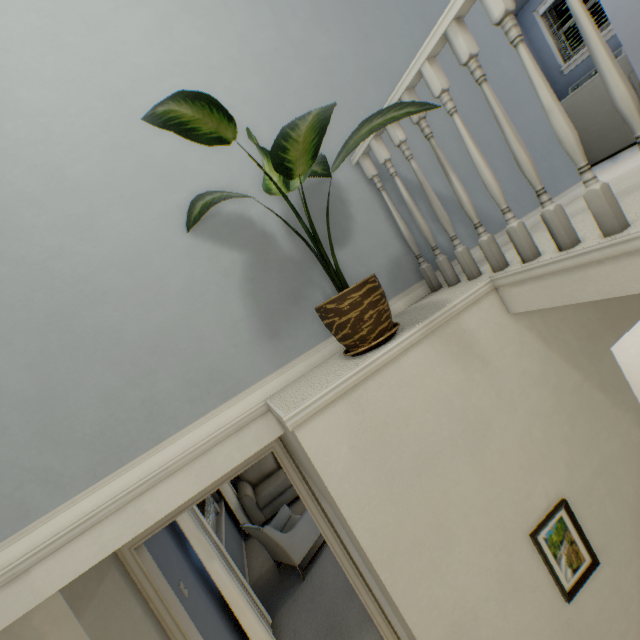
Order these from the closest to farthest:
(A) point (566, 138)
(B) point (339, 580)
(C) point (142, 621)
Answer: (A) point (566, 138), (C) point (142, 621), (B) point (339, 580)

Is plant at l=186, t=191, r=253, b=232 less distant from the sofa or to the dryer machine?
the dryer machine

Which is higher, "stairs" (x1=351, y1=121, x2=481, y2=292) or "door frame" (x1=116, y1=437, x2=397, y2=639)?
"stairs" (x1=351, y1=121, x2=481, y2=292)

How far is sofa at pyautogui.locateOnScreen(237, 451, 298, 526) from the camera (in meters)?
5.59

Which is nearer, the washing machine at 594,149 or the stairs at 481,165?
the stairs at 481,165

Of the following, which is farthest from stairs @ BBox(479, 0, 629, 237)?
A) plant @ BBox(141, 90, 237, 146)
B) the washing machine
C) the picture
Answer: the washing machine

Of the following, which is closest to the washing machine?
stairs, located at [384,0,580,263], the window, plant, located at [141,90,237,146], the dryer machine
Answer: the dryer machine

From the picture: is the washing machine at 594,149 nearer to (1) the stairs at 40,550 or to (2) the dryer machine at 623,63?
(2) the dryer machine at 623,63
